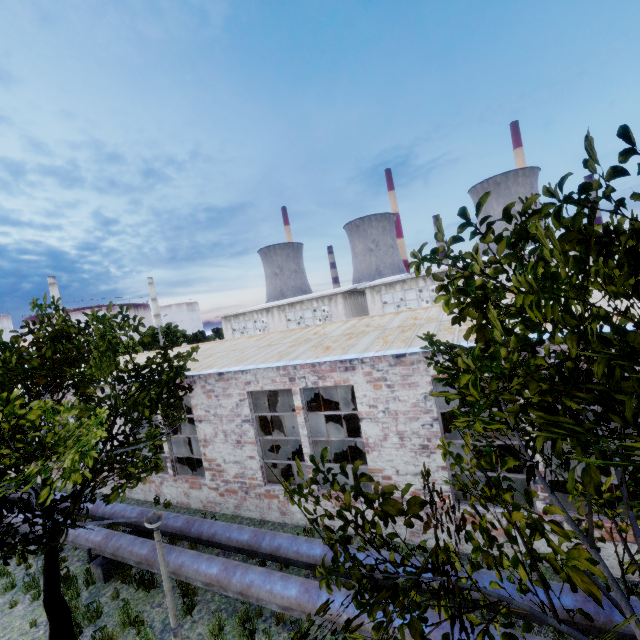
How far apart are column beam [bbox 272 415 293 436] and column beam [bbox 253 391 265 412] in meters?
5.3

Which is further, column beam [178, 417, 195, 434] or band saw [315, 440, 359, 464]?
column beam [178, 417, 195, 434]

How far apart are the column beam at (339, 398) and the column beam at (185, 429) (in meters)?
5.32

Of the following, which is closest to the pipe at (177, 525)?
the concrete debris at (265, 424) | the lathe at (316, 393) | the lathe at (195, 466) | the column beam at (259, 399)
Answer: the lathe at (195, 466)

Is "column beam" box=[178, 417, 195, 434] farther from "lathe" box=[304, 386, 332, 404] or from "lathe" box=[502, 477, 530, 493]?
"lathe" box=[502, 477, 530, 493]

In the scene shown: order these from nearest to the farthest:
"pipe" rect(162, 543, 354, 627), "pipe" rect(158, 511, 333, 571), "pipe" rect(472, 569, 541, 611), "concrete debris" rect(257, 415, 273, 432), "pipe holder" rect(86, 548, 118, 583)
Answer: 1. "pipe" rect(472, 569, 541, 611)
2. "pipe" rect(162, 543, 354, 627)
3. "pipe" rect(158, 511, 333, 571)
4. "pipe holder" rect(86, 548, 118, 583)
5. "concrete debris" rect(257, 415, 273, 432)

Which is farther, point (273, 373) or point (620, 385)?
point (273, 373)

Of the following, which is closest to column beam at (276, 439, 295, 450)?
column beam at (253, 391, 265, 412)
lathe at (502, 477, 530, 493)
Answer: column beam at (253, 391, 265, 412)
